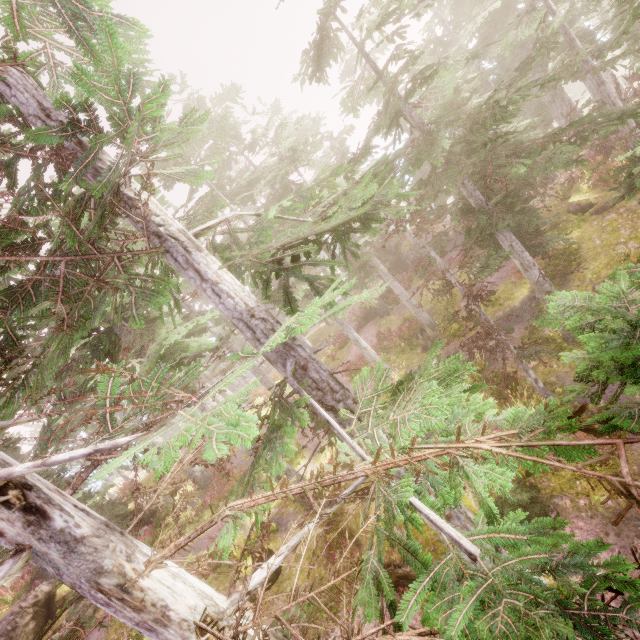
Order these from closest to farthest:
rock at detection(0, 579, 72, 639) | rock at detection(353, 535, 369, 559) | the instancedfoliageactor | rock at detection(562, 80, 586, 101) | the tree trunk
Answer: the instancedfoliageactor, rock at detection(353, 535, 369, 559), rock at detection(0, 579, 72, 639), the tree trunk, rock at detection(562, 80, 586, 101)

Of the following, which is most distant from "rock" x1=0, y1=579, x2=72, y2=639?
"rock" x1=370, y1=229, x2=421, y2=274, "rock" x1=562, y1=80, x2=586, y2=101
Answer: "rock" x1=562, y1=80, x2=586, y2=101

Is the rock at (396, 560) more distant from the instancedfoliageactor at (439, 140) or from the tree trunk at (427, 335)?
the tree trunk at (427, 335)

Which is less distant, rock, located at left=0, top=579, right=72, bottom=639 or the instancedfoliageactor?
the instancedfoliageactor

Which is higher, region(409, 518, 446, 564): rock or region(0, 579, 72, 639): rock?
region(0, 579, 72, 639): rock

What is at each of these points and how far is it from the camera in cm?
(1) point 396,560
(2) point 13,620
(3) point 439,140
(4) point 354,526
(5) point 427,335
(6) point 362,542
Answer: (1) rock, 926
(2) rock, 1290
(3) instancedfoliageactor, 1023
(4) rock, 1095
(5) tree trunk, 2067
(6) rock, 1045

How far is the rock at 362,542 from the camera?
10.24m

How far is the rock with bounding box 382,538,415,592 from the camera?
9.1m
